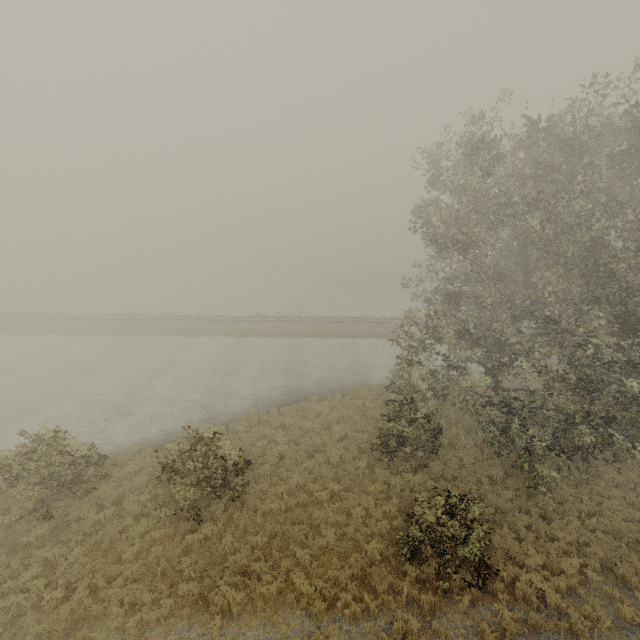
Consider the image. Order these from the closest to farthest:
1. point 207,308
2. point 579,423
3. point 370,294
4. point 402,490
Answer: point 579,423 < point 402,490 < point 207,308 < point 370,294
